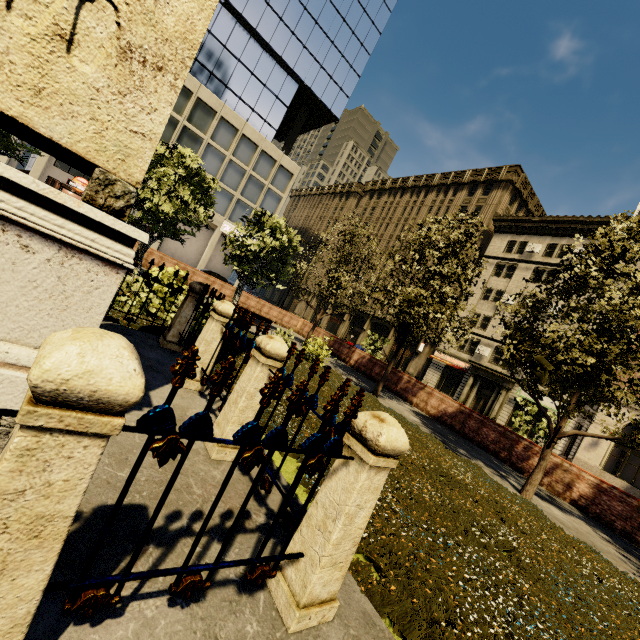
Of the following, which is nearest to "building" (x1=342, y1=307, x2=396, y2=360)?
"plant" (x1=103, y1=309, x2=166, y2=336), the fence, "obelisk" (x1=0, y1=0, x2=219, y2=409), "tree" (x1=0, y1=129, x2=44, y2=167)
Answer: "tree" (x1=0, y1=129, x2=44, y2=167)

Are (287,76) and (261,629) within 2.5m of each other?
no

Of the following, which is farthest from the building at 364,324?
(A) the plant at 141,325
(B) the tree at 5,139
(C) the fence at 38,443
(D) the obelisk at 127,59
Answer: (D) the obelisk at 127,59

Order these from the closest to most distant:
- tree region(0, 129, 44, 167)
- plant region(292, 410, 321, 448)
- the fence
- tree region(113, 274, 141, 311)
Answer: the fence < plant region(292, 410, 321, 448) < tree region(113, 274, 141, 311) < tree region(0, 129, 44, 167)

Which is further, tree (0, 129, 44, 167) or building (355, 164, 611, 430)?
building (355, 164, 611, 430)

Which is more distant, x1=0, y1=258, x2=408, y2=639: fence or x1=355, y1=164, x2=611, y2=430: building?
x1=355, y1=164, x2=611, y2=430: building

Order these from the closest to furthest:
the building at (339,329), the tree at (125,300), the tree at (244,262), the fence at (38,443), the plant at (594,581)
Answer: the fence at (38,443) < the plant at (594,581) < the tree at (125,300) < the tree at (244,262) < the building at (339,329)

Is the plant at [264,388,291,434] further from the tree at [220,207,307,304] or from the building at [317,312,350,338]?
the building at [317,312,350,338]
